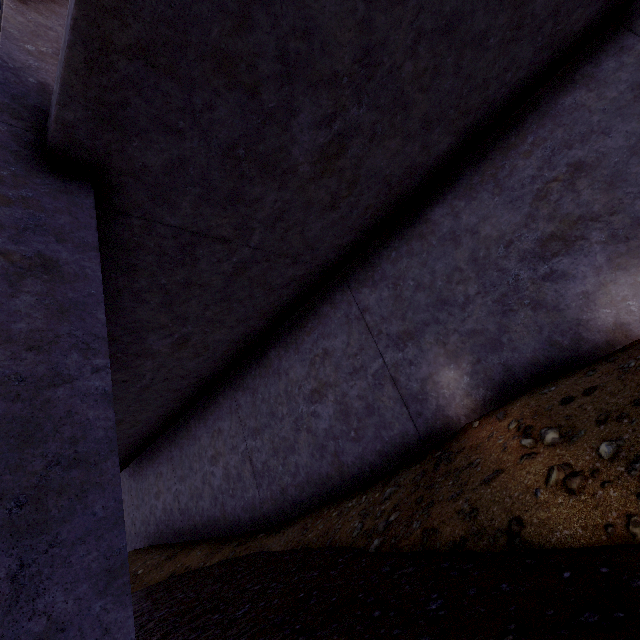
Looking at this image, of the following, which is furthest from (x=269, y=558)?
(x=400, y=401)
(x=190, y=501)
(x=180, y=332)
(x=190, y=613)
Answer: (x=190, y=501)
